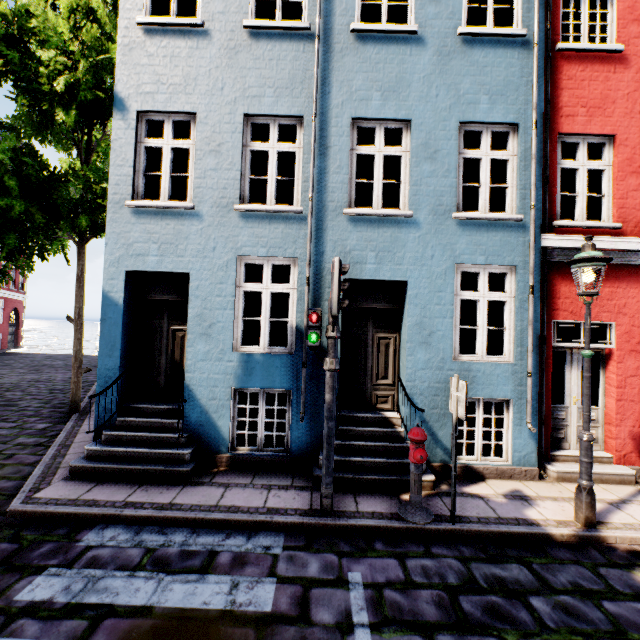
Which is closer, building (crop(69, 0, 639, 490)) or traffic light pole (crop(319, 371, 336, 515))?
traffic light pole (crop(319, 371, 336, 515))

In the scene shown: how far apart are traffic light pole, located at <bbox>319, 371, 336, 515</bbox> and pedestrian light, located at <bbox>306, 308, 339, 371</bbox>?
0.07m

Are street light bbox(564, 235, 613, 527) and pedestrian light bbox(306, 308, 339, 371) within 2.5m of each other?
no

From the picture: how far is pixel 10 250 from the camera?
7.42m

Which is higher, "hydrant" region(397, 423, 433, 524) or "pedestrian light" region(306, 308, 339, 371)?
"pedestrian light" region(306, 308, 339, 371)

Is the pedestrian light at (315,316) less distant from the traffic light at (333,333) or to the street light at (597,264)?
the traffic light at (333,333)

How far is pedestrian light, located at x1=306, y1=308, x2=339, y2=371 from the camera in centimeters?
442cm

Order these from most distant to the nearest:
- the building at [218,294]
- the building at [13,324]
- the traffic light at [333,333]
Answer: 1. the building at [13,324]
2. the building at [218,294]
3. the traffic light at [333,333]
